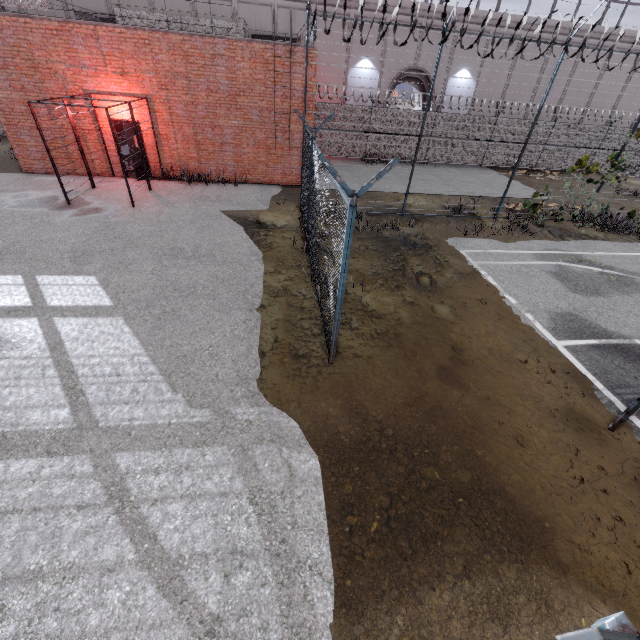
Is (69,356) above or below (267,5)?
below

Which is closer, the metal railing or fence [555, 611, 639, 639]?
fence [555, 611, 639, 639]

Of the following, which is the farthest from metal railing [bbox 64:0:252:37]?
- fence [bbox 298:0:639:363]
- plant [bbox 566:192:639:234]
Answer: plant [bbox 566:192:639:234]

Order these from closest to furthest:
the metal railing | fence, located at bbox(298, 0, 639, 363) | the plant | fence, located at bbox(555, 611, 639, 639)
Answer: fence, located at bbox(555, 611, 639, 639)
fence, located at bbox(298, 0, 639, 363)
the metal railing
the plant

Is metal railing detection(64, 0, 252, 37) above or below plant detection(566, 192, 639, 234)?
above

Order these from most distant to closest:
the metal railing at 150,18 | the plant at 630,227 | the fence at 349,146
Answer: the plant at 630,227
the metal railing at 150,18
the fence at 349,146

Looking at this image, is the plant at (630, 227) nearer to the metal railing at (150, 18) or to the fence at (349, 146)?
the fence at (349, 146)

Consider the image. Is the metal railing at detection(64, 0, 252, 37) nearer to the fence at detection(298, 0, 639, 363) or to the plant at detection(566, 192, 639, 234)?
the fence at detection(298, 0, 639, 363)
